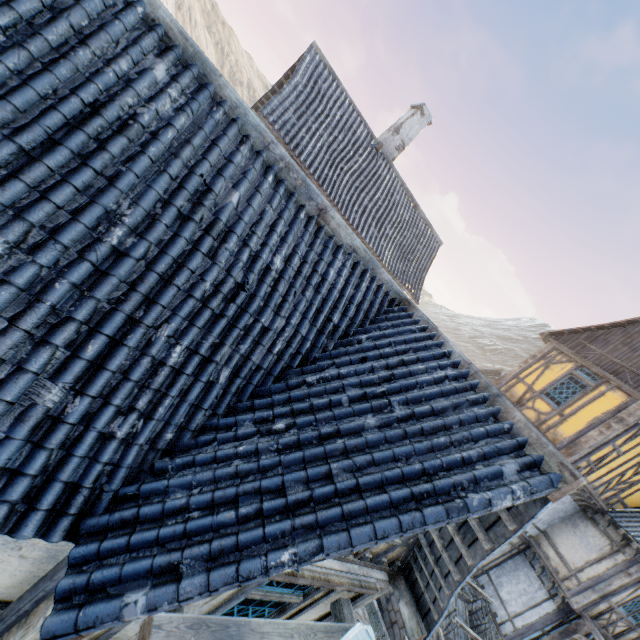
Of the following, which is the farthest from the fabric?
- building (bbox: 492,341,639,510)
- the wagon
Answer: building (bbox: 492,341,639,510)

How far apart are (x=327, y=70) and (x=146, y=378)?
12.9m

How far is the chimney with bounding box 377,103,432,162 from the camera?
13.22m

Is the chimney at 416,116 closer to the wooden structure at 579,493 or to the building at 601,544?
the building at 601,544

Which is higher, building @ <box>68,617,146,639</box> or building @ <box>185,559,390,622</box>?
building @ <box>185,559,390,622</box>

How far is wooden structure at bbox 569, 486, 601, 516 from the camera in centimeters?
1147cm

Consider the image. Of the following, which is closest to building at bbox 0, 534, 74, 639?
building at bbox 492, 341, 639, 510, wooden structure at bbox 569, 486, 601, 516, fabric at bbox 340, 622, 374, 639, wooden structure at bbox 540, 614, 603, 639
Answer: fabric at bbox 340, 622, 374, 639

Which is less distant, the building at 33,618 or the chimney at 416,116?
the building at 33,618
